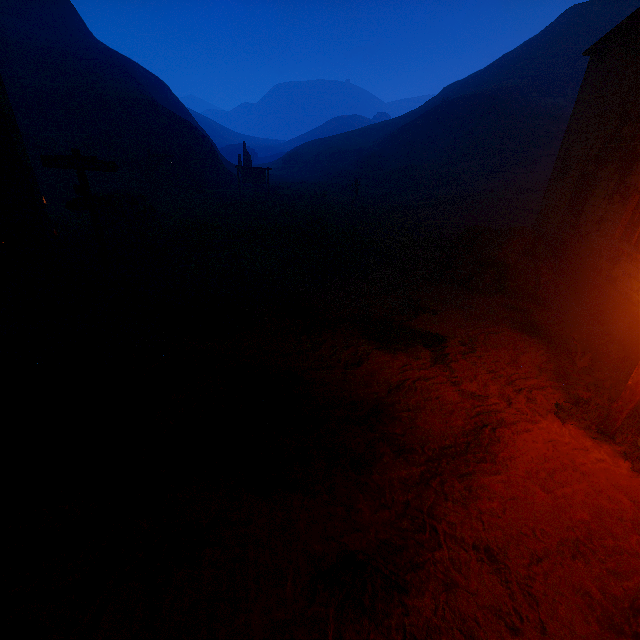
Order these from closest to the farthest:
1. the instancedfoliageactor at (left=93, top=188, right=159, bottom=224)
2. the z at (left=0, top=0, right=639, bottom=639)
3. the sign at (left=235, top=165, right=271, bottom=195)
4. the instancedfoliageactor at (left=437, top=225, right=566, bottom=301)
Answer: the z at (left=0, top=0, right=639, bottom=639), the instancedfoliageactor at (left=437, top=225, right=566, bottom=301), the instancedfoliageactor at (left=93, top=188, right=159, bottom=224), the sign at (left=235, top=165, right=271, bottom=195)

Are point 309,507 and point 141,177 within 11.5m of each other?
no

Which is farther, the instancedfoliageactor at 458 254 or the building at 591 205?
the instancedfoliageactor at 458 254

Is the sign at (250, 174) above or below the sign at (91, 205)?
below

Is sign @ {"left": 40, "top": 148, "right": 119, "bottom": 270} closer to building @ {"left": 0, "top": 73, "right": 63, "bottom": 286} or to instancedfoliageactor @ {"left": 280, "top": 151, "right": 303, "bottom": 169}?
building @ {"left": 0, "top": 73, "right": 63, "bottom": 286}

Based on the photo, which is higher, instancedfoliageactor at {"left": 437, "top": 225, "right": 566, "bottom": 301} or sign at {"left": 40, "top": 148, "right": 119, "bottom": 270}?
sign at {"left": 40, "top": 148, "right": 119, "bottom": 270}

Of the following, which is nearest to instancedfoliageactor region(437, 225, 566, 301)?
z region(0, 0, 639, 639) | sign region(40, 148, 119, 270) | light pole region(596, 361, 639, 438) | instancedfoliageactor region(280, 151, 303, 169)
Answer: z region(0, 0, 639, 639)

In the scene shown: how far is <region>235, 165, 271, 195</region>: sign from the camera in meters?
26.7
